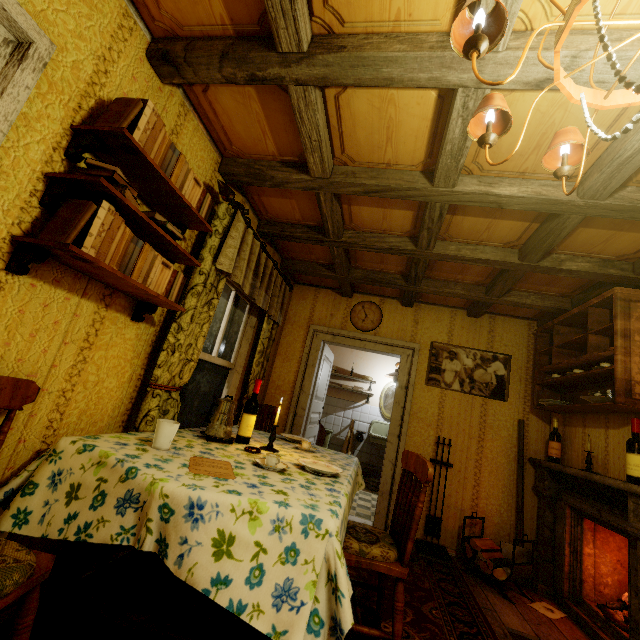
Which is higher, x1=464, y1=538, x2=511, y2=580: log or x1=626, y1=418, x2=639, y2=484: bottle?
x1=626, y1=418, x2=639, y2=484: bottle

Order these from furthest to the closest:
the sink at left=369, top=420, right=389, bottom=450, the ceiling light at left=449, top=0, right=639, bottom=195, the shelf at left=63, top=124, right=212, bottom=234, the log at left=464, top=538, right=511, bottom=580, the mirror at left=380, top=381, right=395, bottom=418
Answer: the mirror at left=380, top=381, right=395, bottom=418
the sink at left=369, top=420, right=389, bottom=450
the log at left=464, top=538, right=511, bottom=580
the shelf at left=63, top=124, right=212, bottom=234
the ceiling light at left=449, top=0, right=639, bottom=195

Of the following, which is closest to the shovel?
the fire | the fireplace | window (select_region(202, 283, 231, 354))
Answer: the fireplace

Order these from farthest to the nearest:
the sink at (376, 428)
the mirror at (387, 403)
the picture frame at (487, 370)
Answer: the mirror at (387, 403)
the sink at (376, 428)
the picture frame at (487, 370)

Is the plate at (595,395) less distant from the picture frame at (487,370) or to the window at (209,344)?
the picture frame at (487,370)

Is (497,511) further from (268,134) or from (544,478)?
(268,134)

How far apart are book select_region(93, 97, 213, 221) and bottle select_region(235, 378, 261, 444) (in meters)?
1.22

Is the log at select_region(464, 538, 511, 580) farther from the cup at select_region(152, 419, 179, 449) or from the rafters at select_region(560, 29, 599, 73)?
the cup at select_region(152, 419, 179, 449)
